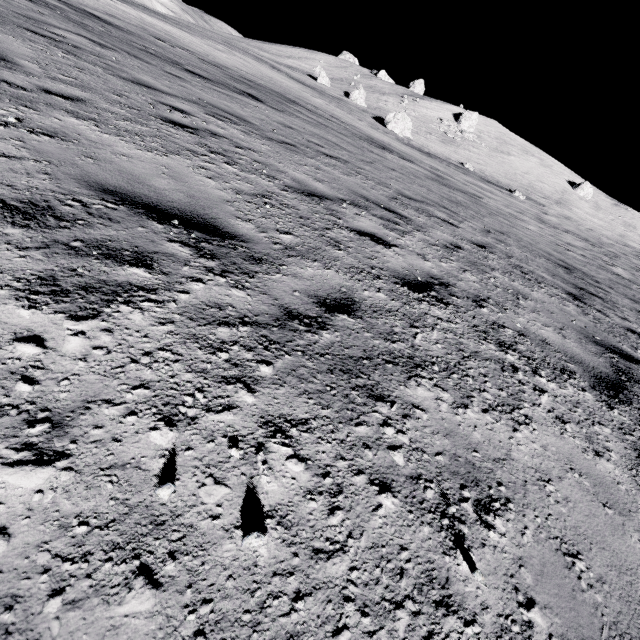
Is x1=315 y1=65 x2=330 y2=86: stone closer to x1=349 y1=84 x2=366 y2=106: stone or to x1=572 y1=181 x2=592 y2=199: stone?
x1=349 y1=84 x2=366 y2=106: stone

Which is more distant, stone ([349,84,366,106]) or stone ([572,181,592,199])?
stone ([572,181,592,199])

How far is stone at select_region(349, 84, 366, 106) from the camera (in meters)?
45.41

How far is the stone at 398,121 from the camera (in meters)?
36.34

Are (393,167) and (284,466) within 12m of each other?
no

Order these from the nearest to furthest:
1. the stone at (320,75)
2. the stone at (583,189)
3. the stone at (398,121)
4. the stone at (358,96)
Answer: the stone at (398,121) < the stone at (358,96) < the stone at (320,75) < the stone at (583,189)

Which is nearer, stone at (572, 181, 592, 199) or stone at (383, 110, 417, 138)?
stone at (383, 110, 417, 138)

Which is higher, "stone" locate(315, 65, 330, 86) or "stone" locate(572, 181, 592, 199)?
"stone" locate(572, 181, 592, 199)
